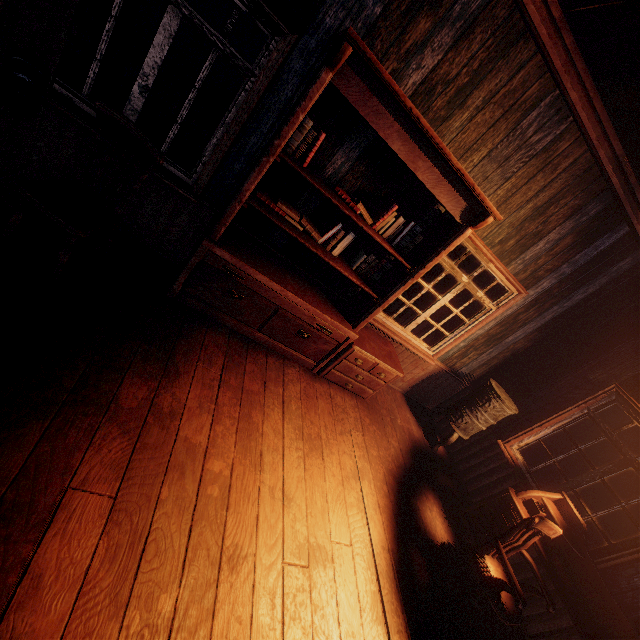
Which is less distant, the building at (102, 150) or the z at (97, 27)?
the building at (102, 150)

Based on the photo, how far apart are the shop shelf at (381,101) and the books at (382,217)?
0.1m

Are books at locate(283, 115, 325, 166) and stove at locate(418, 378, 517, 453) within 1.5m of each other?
no

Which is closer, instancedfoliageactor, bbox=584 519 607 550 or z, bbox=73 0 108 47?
instancedfoliageactor, bbox=584 519 607 550

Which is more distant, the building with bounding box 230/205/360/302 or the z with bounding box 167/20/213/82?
the z with bounding box 167/20/213/82

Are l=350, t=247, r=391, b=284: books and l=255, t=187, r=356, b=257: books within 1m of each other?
yes

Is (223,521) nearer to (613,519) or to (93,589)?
(93,589)

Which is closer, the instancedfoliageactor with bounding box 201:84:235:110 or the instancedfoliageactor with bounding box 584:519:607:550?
the instancedfoliageactor with bounding box 584:519:607:550
